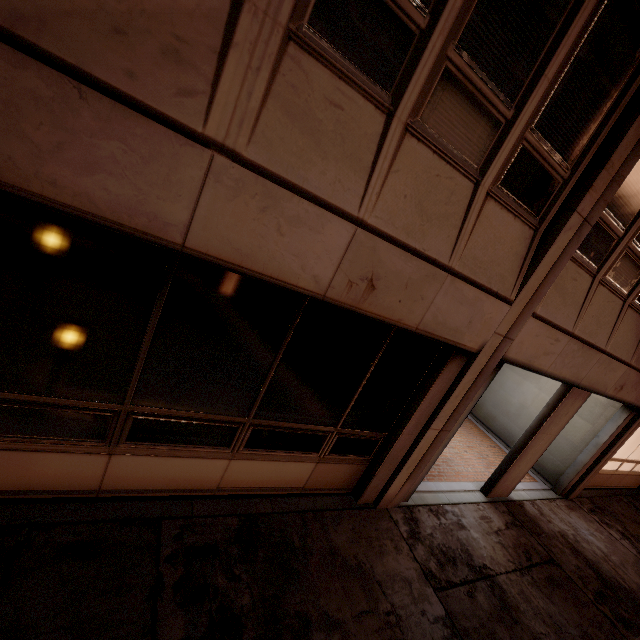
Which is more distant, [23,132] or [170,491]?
[170,491]
